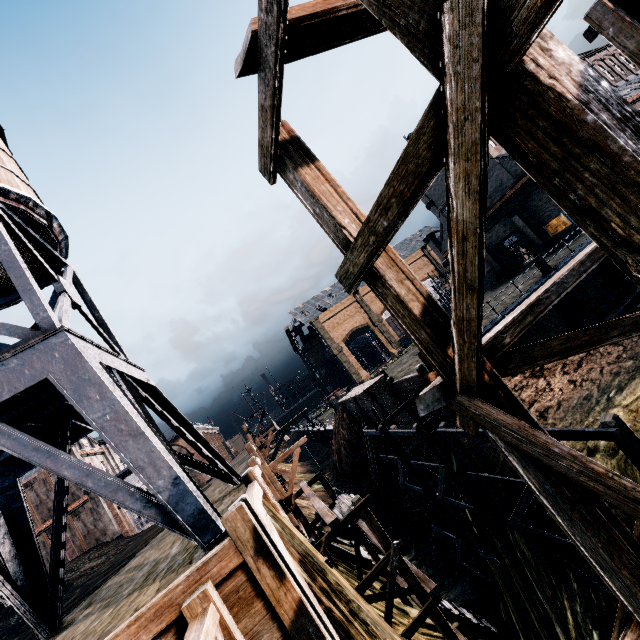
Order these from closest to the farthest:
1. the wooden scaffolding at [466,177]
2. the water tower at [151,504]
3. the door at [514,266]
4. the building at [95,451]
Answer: the wooden scaffolding at [466,177], the water tower at [151,504], the door at [514,266], the building at [95,451]

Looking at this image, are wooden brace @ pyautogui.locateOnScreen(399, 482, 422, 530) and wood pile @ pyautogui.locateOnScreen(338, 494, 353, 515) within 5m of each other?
no

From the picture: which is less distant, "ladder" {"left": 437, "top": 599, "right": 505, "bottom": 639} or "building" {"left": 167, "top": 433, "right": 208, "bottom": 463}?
"ladder" {"left": 437, "top": 599, "right": 505, "bottom": 639}

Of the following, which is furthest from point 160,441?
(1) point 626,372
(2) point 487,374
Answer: (1) point 626,372

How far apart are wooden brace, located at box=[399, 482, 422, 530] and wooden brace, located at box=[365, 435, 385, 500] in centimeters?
438cm

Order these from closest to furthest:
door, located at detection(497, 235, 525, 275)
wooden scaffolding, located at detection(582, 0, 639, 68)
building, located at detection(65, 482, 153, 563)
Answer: wooden scaffolding, located at detection(582, 0, 639, 68)
door, located at detection(497, 235, 525, 275)
building, located at detection(65, 482, 153, 563)

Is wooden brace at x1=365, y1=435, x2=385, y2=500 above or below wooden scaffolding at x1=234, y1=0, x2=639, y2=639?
below

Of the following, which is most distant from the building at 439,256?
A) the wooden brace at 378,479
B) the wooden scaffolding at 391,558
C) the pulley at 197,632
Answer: the pulley at 197,632
